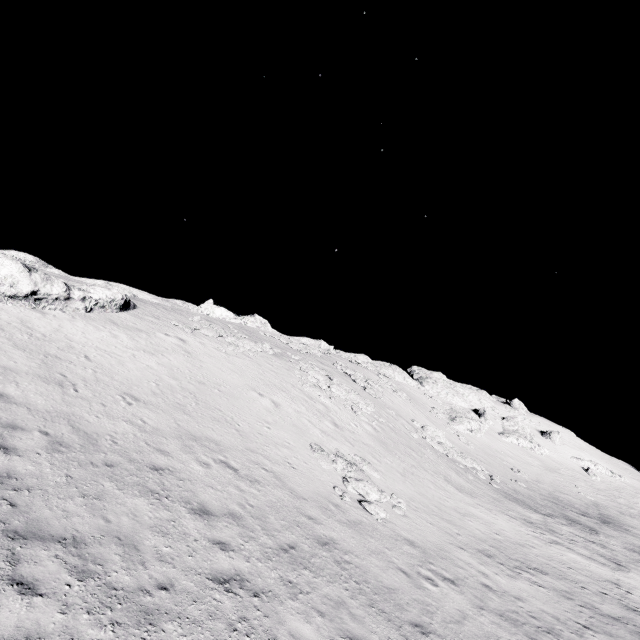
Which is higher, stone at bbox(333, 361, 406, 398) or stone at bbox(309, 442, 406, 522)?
stone at bbox(333, 361, 406, 398)

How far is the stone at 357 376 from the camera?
36.18m

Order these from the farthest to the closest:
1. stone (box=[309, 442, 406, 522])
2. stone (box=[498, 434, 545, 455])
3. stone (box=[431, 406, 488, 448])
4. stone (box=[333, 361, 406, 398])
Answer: stone (box=[498, 434, 545, 455]) → stone (box=[431, 406, 488, 448]) → stone (box=[333, 361, 406, 398]) → stone (box=[309, 442, 406, 522])

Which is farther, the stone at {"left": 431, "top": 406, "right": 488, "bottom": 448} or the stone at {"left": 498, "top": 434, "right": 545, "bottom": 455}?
the stone at {"left": 498, "top": 434, "right": 545, "bottom": 455}

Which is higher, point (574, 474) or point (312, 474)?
point (574, 474)

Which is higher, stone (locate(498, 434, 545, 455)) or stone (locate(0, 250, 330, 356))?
stone (locate(498, 434, 545, 455))

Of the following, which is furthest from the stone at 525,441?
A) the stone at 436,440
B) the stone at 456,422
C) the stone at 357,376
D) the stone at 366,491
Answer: the stone at 366,491

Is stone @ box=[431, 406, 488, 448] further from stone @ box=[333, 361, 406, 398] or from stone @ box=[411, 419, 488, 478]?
stone @ box=[333, 361, 406, 398]
